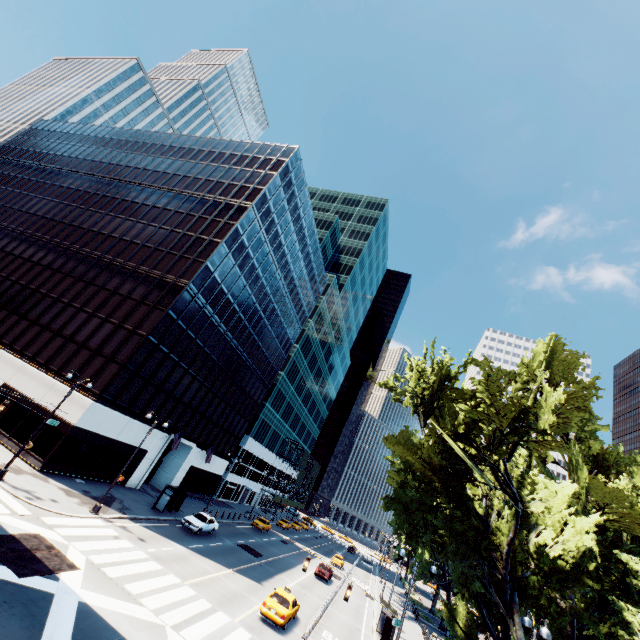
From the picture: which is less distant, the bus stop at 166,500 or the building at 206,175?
the building at 206,175

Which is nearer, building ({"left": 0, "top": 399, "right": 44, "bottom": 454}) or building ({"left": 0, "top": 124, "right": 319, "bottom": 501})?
building ({"left": 0, "top": 399, "right": 44, "bottom": 454})

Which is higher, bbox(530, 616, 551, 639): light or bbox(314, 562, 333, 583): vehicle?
bbox(530, 616, 551, 639): light

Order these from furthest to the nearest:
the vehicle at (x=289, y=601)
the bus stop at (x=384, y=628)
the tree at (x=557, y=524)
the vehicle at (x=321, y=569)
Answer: the vehicle at (x=321, y=569)
the bus stop at (x=384, y=628)
the vehicle at (x=289, y=601)
the tree at (x=557, y=524)

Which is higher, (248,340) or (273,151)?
(273,151)

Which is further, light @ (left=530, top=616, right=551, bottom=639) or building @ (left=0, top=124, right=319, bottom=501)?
building @ (left=0, top=124, right=319, bottom=501)

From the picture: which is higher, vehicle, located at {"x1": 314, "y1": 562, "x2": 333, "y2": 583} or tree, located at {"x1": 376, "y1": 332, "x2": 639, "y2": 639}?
tree, located at {"x1": 376, "y1": 332, "x2": 639, "y2": 639}

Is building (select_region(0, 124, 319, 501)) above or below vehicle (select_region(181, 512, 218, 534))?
above
